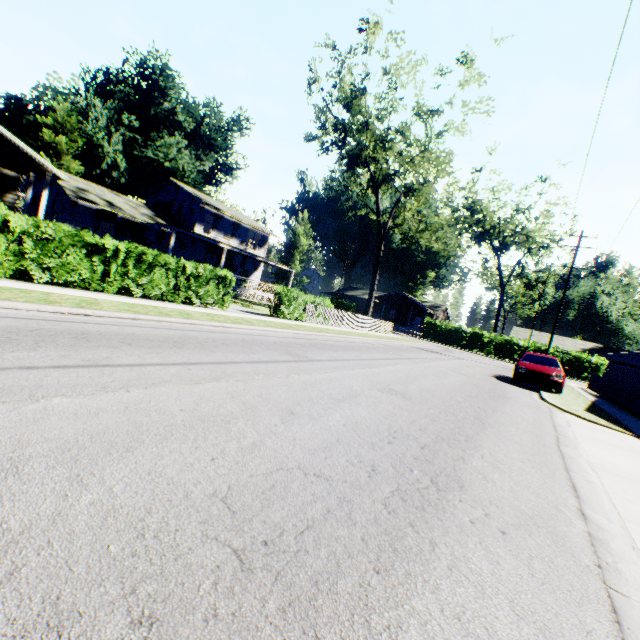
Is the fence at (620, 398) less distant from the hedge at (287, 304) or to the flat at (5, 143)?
the hedge at (287, 304)

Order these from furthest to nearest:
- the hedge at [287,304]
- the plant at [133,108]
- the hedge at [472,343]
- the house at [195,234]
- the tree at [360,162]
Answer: the hedge at [472,343] → the plant at [133,108] → the house at [195,234] → the tree at [360,162] → the hedge at [287,304]

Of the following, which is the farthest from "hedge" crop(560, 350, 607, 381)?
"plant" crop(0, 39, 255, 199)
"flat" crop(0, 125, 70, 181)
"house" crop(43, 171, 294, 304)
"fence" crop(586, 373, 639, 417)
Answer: "flat" crop(0, 125, 70, 181)

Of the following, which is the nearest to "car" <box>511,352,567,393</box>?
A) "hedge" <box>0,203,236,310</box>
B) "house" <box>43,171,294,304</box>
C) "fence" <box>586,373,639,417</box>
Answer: "fence" <box>586,373,639,417</box>

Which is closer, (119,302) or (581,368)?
(119,302)

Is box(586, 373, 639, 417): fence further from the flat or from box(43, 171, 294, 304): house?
box(43, 171, 294, 304): house

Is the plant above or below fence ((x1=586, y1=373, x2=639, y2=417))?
above

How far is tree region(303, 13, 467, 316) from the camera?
22.5m
